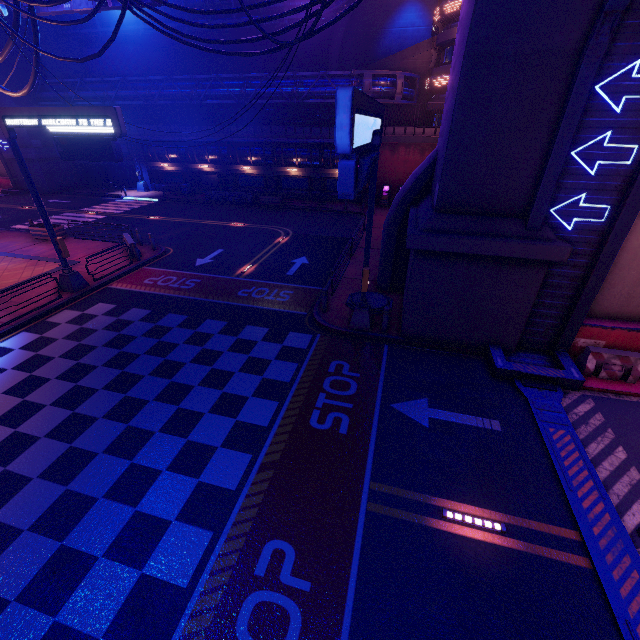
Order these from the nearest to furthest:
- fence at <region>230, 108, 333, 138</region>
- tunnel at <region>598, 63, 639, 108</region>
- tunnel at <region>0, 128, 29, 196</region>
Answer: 1. tunnel at <region>598, 63, 639, 108</region>
2. fence at <region>230, 108, 333, 138</region>
3. tunnel at <region>0, 128, 29, 196</region>

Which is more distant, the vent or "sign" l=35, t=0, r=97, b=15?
the vent

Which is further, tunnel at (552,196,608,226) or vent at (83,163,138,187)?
vent at (83,163,138,187)

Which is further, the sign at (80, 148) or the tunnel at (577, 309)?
the sign at (80, 148)

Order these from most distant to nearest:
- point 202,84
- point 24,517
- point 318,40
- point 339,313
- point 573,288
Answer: point 318,40, point 202,84, point 339,313, point 573,288, point 24,517

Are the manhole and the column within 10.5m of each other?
no

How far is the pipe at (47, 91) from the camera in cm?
3328

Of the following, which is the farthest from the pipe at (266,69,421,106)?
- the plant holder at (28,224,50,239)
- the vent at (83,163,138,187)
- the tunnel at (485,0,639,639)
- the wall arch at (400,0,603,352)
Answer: the tunnel at (485,0,639,639)
